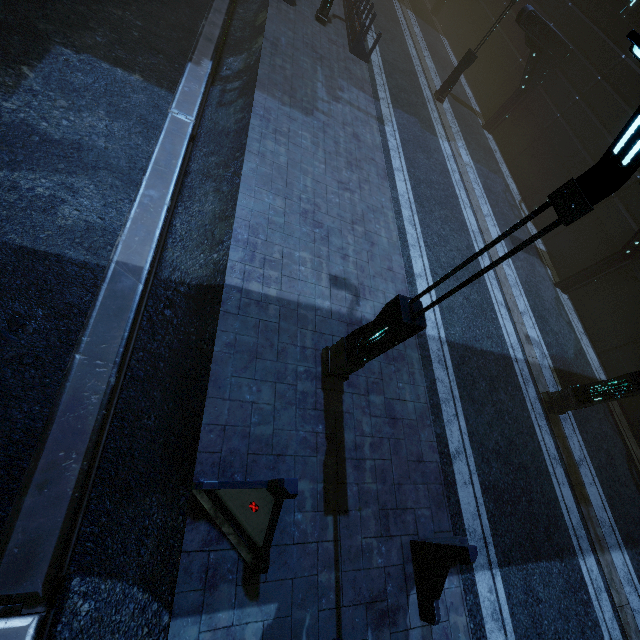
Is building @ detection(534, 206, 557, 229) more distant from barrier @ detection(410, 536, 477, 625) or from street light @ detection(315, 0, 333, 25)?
barrier @ detection(410, 536, 477, 625)

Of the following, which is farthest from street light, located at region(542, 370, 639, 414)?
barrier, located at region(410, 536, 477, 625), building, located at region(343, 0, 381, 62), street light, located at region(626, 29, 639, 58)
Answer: street light, located at region(626, 29, 639, 58)

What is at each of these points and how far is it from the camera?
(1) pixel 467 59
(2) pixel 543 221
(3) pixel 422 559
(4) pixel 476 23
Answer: (1) street light, 16.5m
(2) building, 16.2m
(3) barrier, 5.5m
(4) building, 24.1m

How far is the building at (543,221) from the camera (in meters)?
15.77

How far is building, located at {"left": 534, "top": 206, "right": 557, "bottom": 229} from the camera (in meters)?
Result: 15.77

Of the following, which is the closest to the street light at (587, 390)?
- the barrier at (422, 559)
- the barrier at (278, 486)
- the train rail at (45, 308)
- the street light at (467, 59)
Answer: the barrier at (422, 559)

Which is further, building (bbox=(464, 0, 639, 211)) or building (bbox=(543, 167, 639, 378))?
building (bbox=(464, 0, 639, 211))

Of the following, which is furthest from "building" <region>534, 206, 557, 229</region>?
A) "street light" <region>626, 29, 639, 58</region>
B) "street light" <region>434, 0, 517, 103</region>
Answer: "street light" <region>626, 29, 639, 58</region>
